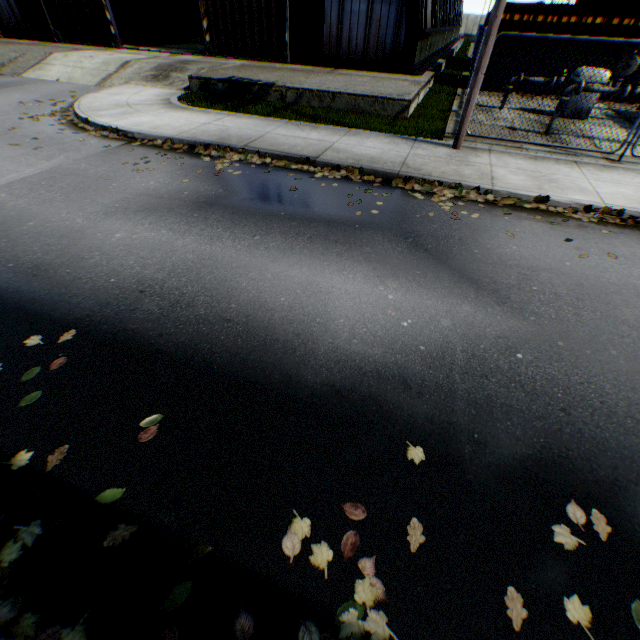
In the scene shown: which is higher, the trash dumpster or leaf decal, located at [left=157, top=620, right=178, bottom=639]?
the trash dumpster

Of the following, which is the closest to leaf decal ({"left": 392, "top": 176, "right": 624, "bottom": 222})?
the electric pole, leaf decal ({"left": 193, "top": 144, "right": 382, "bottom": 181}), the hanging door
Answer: leaf decal ({"left": 193, "top": 144, "right": 382, "bottom": 181})

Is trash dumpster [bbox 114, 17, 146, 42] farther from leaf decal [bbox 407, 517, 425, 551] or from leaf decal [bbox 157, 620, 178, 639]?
leaf decal [bbox 407, 517, 425, 551]

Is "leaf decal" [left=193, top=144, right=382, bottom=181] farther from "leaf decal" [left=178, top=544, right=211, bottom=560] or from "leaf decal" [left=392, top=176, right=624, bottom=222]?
"leaf decal" [left=178, top=544, right=211, bottom=560]

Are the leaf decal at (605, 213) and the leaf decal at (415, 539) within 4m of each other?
no

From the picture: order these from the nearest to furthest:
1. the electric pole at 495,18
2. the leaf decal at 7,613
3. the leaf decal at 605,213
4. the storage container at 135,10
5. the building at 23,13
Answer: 1. the leaf decal at 7,613
2. the leaf decal at 605,213
3. the electric pole at 495,18
4. the building at 23,13
5. the storage container at 135,10

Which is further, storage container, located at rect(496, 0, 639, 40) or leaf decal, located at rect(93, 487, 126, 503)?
storage container, located at rect(496, 0, 639, 40)

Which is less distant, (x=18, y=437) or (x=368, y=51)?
(x=18, y=437)
